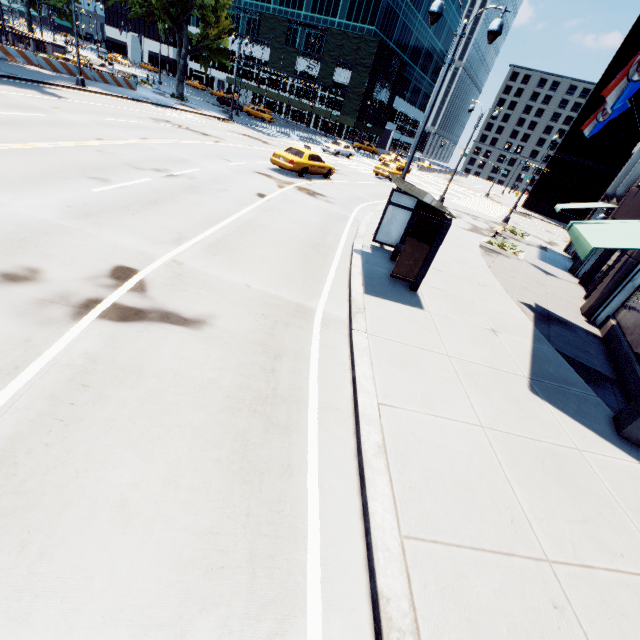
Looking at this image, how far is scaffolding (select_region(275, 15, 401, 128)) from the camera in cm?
5378

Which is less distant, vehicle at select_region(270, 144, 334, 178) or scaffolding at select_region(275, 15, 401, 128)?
vehicle at select_region(270, 144, 334, 178)

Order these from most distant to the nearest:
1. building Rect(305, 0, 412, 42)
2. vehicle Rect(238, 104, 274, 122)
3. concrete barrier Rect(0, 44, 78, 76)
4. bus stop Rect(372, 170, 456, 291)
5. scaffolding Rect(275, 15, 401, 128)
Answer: building Rect(305, 0, 412, 42)
scaffolding Rect(275, 15, 401, 128)
vehicle Rect(238, 104, 274, 122)
concrete barrier Rect(0, 44, 78, 76)
bus stop Rect(372, 170, 456, 291)

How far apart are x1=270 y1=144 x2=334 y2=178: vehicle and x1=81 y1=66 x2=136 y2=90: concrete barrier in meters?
23.1 m

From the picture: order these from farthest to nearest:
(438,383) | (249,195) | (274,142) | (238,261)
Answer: (274,142) < (249,195) < (238,261) < (438,383)

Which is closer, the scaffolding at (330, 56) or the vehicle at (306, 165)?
the vehicle at (306, 165)

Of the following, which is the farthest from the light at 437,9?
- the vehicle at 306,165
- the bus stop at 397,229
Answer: the vehicle at 306,165

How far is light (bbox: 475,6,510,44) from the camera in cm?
948
